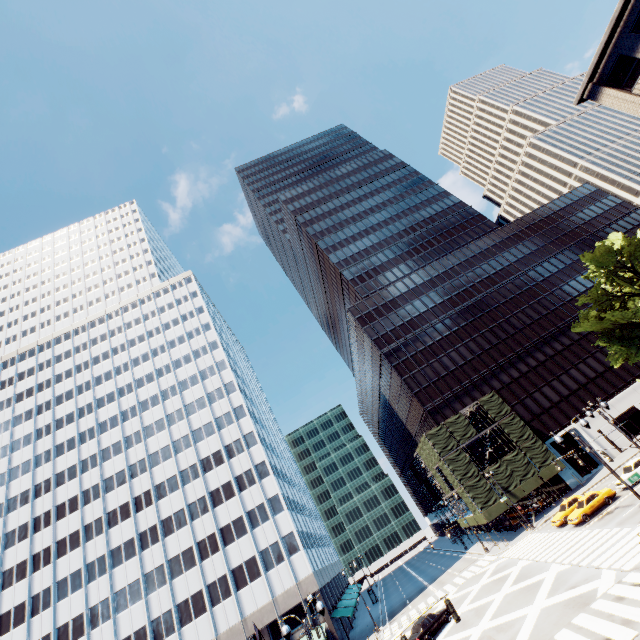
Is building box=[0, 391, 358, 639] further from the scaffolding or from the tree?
the scaffolding

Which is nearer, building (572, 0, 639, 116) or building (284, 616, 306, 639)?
building (572, 0, 639, 116)

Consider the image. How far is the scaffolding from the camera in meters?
42.8

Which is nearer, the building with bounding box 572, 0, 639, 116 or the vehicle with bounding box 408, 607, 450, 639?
the vehicle with bounding box 408, 607, 450, 639

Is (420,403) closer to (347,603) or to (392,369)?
(392,369)

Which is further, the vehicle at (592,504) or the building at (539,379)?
the building at (539,379)

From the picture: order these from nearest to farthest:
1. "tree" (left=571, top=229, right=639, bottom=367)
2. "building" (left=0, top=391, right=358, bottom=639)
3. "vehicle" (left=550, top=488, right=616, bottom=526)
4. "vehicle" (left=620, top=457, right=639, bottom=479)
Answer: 1. "tree" (left=571, top=229, right=639, bottom=367)
2. "vehicle" (left=550, top=488, right=616, bottom=526)
3. "vehicle" (left=620, top=457, right=639, bottom=479)
4. "building" (left=0, top=391, right=358, bottom=639)

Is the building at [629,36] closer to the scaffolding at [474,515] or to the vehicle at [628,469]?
the vehicle at [628,469]
